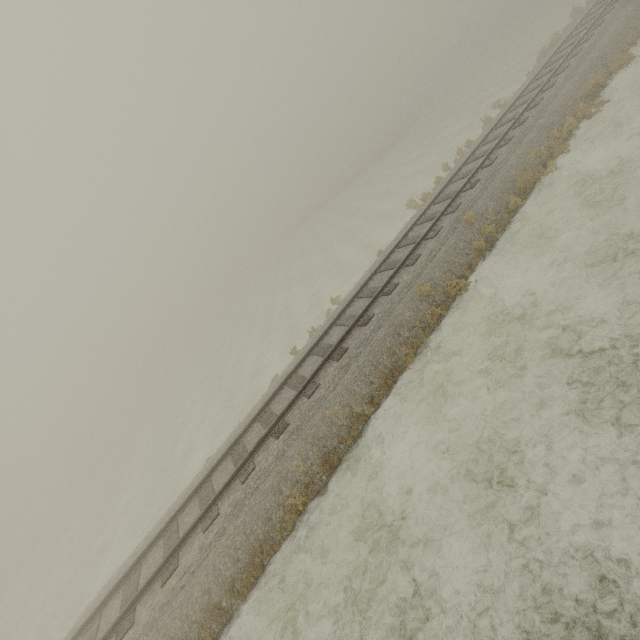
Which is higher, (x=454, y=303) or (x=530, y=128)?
(x=530, y=128)
